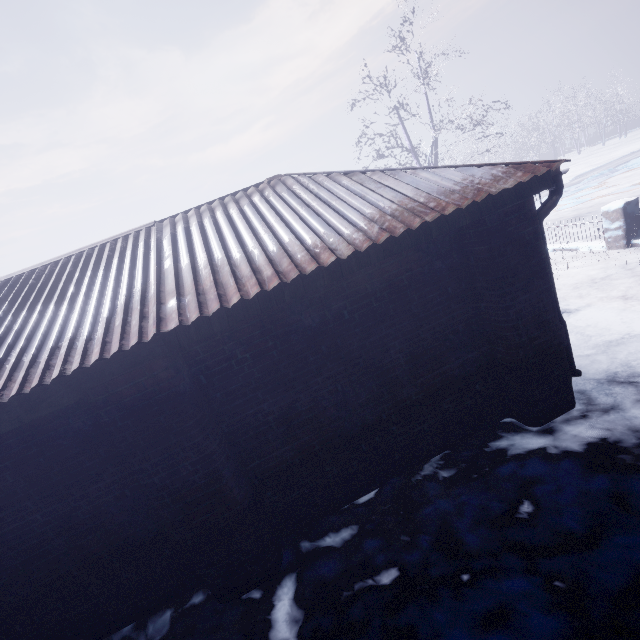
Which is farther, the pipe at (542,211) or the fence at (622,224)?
the fence at (622,224)

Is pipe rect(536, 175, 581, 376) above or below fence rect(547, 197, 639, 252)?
above

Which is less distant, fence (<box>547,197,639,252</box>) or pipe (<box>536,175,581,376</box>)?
pipe (<box>536,175,581,376</box>)

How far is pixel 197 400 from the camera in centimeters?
251cm

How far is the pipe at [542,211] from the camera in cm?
291

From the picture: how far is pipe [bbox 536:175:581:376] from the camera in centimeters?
291cm
